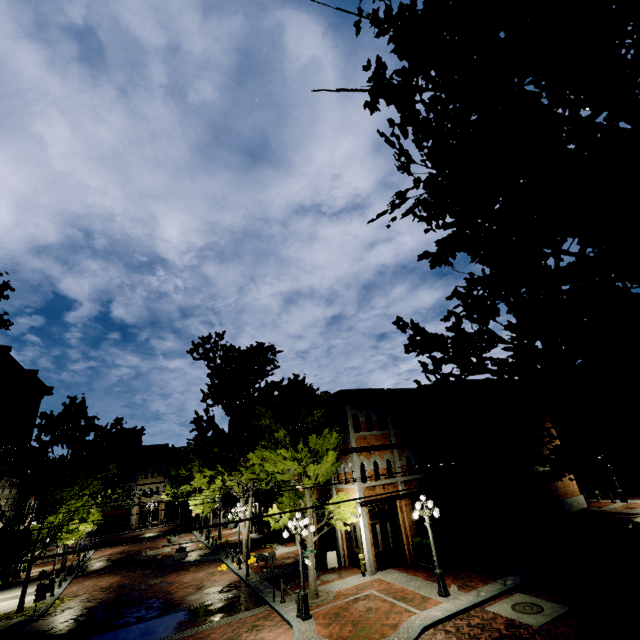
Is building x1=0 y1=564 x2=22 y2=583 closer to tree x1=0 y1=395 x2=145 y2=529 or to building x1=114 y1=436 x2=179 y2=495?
tree x1=0 y1=395 x2=145 y2=529

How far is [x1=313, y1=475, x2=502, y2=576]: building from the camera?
17.69m

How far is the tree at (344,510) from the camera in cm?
1564

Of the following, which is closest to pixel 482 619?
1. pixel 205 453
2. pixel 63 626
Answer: pixel 63 626

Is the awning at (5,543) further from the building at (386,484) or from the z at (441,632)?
the z at (441,632)

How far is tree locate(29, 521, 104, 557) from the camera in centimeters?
1870cm

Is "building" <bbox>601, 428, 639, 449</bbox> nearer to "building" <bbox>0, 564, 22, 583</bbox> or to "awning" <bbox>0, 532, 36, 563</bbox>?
"building" <bbox>0, 564, 22, 583</bbox>

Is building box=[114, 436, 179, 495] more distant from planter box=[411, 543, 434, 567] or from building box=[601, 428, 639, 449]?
planter box=[411, 543, 434, 567]
